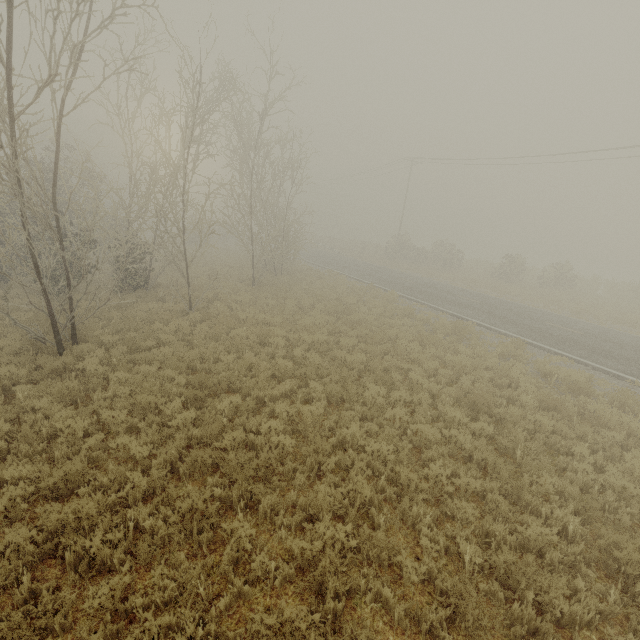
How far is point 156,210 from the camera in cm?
1271
